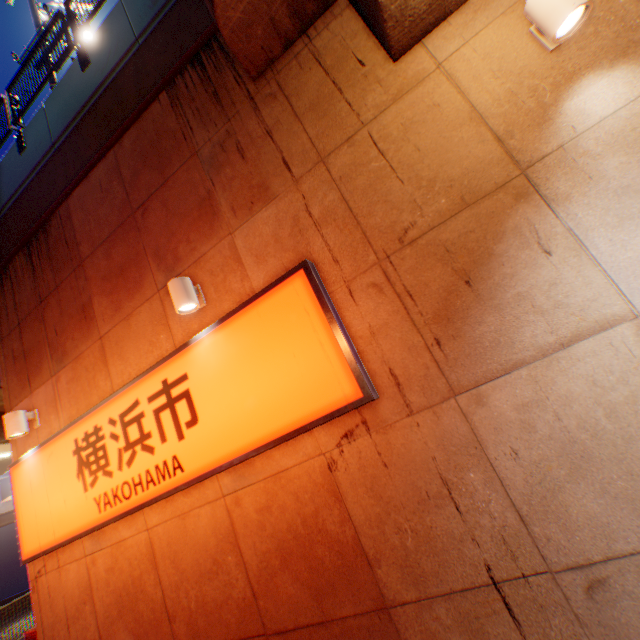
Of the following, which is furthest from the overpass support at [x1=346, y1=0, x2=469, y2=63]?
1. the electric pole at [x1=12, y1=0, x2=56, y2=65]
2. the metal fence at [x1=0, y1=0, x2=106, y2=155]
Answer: the electric pole at [x1=12, y1=0, x2=56, y2=65]

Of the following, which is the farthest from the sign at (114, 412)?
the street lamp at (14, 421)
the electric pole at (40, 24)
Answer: the electric pole at (40, 24)

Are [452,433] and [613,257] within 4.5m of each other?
yes

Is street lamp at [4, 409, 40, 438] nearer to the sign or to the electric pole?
the sign

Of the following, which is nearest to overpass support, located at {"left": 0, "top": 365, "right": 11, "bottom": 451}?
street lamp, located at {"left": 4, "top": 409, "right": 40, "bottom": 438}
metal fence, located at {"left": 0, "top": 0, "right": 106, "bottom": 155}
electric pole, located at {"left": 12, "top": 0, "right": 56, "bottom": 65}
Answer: metal fence, located at {"left": 0, "top": 0, "right": 106, "bottom": 155}

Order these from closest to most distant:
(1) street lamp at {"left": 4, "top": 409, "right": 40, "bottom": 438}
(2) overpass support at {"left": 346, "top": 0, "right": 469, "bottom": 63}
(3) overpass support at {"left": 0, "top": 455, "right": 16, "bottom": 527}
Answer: (2) overpass support at {"left": 346, "top": 0, "right": 469, "bottom": 63} → (1) street lamp at {"left": 4, "top": 409, "right": 40, "bottom": 438} → (3) overpass support at {"left": 0, "top": 455, "right": 16, "bottom": 527}

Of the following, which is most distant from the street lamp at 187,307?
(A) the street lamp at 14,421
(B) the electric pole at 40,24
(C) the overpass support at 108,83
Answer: (B) the electric pole at 40,24

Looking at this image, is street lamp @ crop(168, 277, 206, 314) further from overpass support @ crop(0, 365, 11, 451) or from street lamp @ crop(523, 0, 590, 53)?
street lamp @ crop(523, 0, 590, 53)
